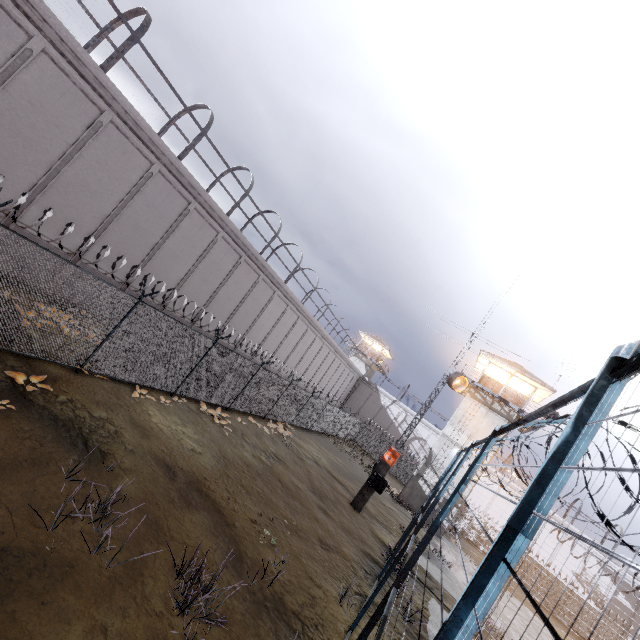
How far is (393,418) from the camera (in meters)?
47.78

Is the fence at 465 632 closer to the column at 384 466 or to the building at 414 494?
the column at 384 466

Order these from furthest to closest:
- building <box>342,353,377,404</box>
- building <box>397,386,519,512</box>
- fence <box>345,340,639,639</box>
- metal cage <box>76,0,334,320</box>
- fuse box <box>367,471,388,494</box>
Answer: building <box>342,353,377,404</box>, building <box>397,386,519,512</box>, fuse box <box>367,471,388,494</box>, metal cage <box>76,0,334,320</box>, fence <box>345,340,639,639</box>

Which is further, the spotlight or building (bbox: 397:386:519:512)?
building (bbox: 397:386:519:512)

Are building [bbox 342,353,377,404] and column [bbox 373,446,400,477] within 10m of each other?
no

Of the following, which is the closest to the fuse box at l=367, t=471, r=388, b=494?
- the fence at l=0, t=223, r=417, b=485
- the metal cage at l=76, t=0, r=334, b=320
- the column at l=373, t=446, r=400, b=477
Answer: the column at l=373, t=446, r=400, b=477

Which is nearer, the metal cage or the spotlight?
the metal cage

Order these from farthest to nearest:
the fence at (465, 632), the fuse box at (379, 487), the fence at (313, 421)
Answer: the fuse box at (379, 487) → the fence at (313, 421) → the fence at (465, 632)
